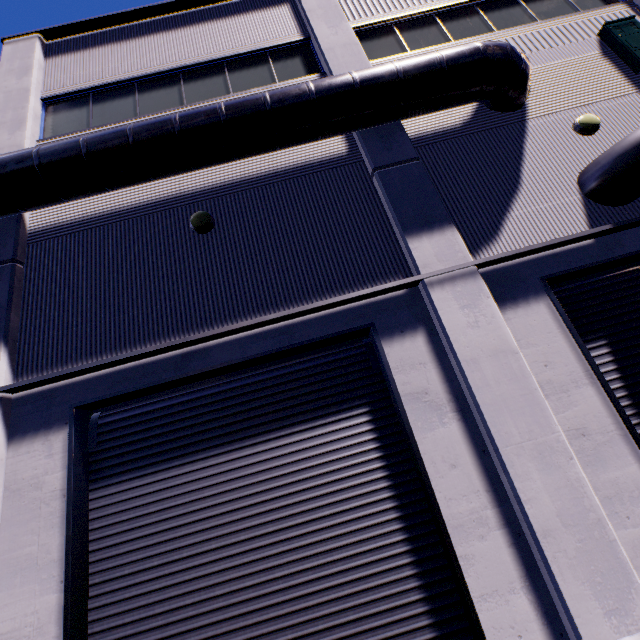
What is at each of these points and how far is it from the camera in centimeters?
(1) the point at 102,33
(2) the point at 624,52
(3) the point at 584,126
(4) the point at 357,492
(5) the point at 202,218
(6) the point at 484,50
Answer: (1) building, 891cm
(2) electrical box, 723cm
(3) light, 647cm
(4) roll-up door, 472cm
(5) light, 614cm
(6) vent duct, 596cm

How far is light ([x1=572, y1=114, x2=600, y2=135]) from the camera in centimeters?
645cm

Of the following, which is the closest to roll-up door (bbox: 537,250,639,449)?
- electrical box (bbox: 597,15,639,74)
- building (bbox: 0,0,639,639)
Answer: building (bbox: 0,0,639,639)

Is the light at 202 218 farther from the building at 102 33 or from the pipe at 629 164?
the pipe at 629 164

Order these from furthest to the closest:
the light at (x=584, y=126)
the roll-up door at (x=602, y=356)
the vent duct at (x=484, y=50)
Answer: the light at (x=584, y=126) < the vent duct at (x=484, y=50) < the roll-up door at (x=602, y=356)

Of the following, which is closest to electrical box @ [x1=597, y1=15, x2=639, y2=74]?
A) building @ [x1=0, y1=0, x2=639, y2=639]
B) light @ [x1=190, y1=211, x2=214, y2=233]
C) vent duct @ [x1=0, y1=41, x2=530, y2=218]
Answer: building @ [x1=0, y1=0, x2=639, y2=639]

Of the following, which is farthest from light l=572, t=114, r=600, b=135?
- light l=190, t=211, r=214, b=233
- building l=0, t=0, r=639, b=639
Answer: light l=190, t=211, r=214, b=233

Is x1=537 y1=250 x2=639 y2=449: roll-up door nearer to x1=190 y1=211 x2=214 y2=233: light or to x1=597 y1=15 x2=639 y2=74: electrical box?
x1=190 y1=211 x2=214 y2=233: light
